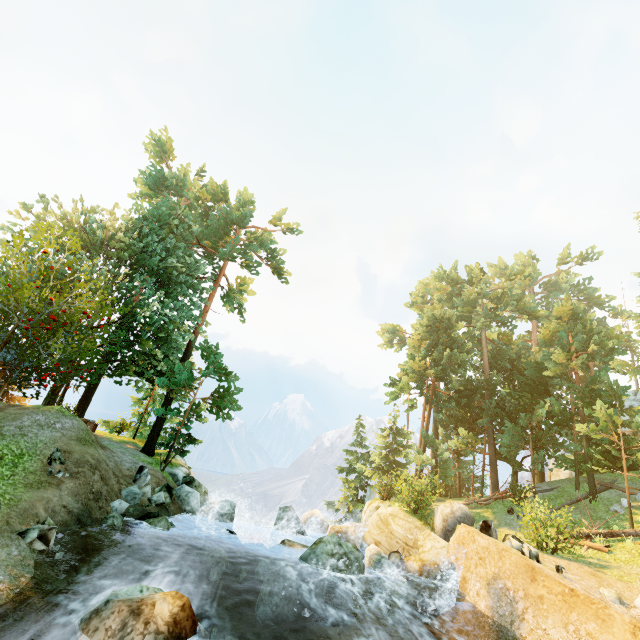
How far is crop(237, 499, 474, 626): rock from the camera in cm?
1081

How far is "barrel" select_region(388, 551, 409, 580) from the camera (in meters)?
13.55

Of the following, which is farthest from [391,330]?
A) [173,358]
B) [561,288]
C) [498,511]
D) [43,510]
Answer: [43,510]

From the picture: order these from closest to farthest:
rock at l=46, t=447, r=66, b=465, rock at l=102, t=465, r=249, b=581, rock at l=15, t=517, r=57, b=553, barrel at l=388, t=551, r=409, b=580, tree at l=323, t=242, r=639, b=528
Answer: rock at l=15, t=517, r=57, b=553 < rock at l=46, t=447, r=66, b=465 < rock at l=102, t=465, r=249, b=581 < barrel at l=388, t=551, r=409, b=580 < tree at l=323, t=242, r=639, b=528

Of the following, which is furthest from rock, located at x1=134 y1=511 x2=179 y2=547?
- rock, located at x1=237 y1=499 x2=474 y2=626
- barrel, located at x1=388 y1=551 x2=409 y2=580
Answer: barrel, located at x1=388 y1=551 x2=409 y2=580

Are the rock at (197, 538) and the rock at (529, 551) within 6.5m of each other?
no

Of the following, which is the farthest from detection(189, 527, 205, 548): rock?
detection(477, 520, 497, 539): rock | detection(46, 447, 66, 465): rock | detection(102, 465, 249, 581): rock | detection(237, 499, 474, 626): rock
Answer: detection(477, 520, 497, 539): rock

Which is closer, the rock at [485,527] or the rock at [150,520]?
the rock at [150,520]
